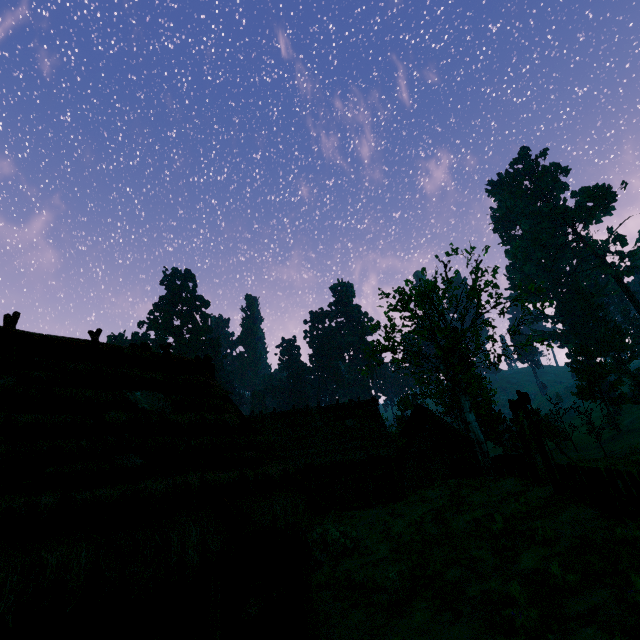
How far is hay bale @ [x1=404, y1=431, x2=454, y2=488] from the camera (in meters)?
23.08

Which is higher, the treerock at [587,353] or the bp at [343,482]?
the treerock at [587,353]

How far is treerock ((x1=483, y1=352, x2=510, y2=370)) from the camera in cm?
2251

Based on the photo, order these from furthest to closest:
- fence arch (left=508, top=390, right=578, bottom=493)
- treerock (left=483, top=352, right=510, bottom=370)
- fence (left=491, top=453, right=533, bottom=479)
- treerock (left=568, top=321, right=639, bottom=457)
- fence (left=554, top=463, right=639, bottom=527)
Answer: treerock (left=568, top=321, right=639, bottom=457), treerock (left=483, top=352, right=510, bottom=370), fence (left=491, top=453, right=533, bottom=479), fence arch (left=508, top=390, right=578, bottom=493), fence (left=554, top=463, right=639, bottom=527)

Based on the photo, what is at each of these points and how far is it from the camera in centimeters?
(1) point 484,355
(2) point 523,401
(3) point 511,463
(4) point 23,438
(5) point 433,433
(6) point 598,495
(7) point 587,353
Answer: (1) treerock, 2861cm
(2) fence arch, 1329cm
(3) fence, 1886cm
(4) building, 499cm
(5) building, 3562cm
(6) fence, 921cm
(7) treerock, 4316cm

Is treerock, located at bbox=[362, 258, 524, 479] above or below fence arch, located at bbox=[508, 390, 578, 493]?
above

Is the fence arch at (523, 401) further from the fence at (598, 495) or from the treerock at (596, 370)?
the treerock at (596, 370)

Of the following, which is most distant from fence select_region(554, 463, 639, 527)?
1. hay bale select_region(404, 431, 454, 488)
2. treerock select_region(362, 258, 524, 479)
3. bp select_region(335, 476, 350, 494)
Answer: bp select_region(335, 476, 350, 494)
